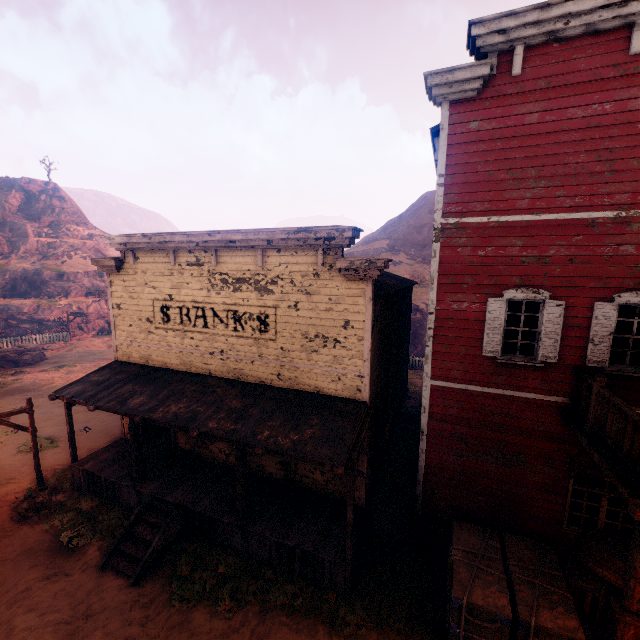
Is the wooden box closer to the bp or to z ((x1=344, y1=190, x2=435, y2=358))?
z ((x1=344, y1=190, x2=435, y2=358))

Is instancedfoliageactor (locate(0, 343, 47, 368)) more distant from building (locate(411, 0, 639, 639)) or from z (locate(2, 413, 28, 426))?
building (locate(411, 0, 639, 639))

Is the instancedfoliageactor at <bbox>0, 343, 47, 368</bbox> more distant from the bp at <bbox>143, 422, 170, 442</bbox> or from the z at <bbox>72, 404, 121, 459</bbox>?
the bp at <bbox>143, 422, 170, 442</bbox>

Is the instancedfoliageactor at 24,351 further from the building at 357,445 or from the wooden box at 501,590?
the wooden box at 501,590

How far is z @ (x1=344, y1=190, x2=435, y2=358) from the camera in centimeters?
2945cm

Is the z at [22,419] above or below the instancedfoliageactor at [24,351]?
below

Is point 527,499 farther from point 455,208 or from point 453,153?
point 453,153

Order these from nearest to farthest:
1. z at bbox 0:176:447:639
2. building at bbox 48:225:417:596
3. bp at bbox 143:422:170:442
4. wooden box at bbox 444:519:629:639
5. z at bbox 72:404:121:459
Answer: wooden box at bbox 444:519:629:639 < z at bbox 0:176:447:639 < building at bbox 48:225:417:596 < bp at bbox 143:422:170:442 < z at bbox 72:404:121:459
